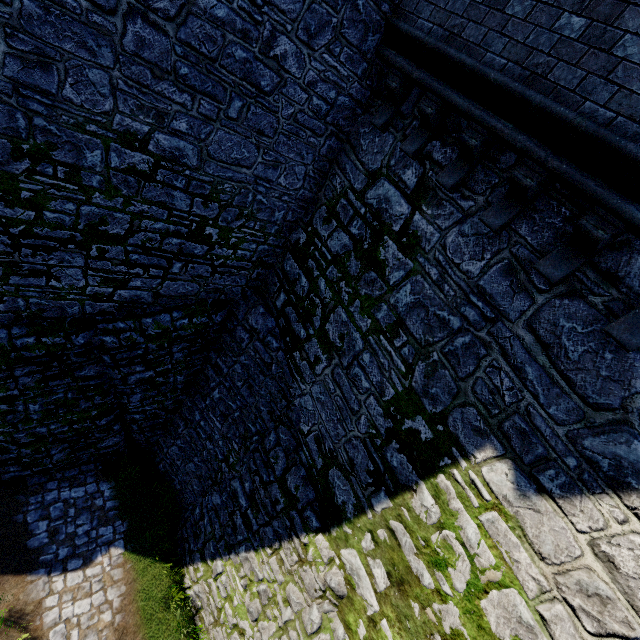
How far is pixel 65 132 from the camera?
4.6m
